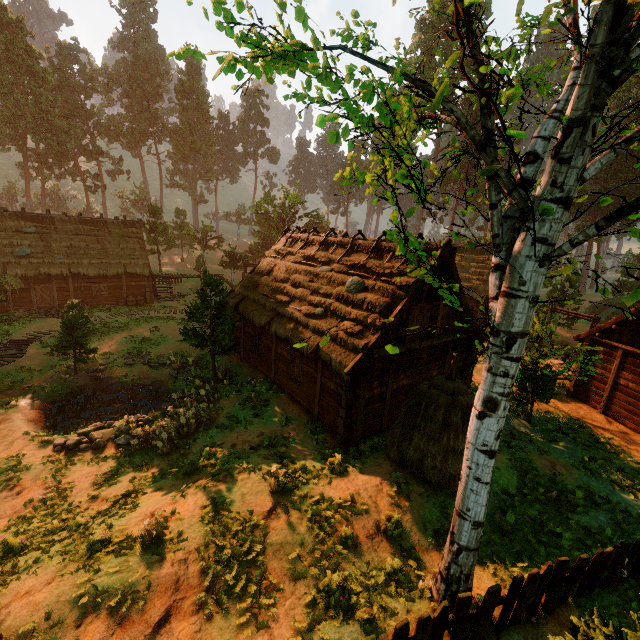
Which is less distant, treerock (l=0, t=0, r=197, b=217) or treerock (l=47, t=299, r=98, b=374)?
treerock (l=47, t=299, r=98, b=374)

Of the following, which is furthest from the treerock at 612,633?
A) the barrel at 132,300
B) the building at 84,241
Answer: the barrel at 132,300

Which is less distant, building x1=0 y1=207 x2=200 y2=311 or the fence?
the fence

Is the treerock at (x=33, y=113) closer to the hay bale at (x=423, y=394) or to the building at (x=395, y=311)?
the building at (x=395, y=311)

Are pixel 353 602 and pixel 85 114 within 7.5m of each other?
no

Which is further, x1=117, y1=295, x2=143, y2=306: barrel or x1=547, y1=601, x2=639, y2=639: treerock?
x1=117, y1=295, x2=143, y2=306: barrel

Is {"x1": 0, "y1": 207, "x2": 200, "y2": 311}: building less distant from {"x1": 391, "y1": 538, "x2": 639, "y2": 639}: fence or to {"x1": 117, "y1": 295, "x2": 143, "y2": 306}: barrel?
{"x1": 117, "y1": 295, "x2": 143, "y2": 306}: barrel

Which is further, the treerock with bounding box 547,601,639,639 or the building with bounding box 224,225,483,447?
the building with bounding box 224,225,483,447
